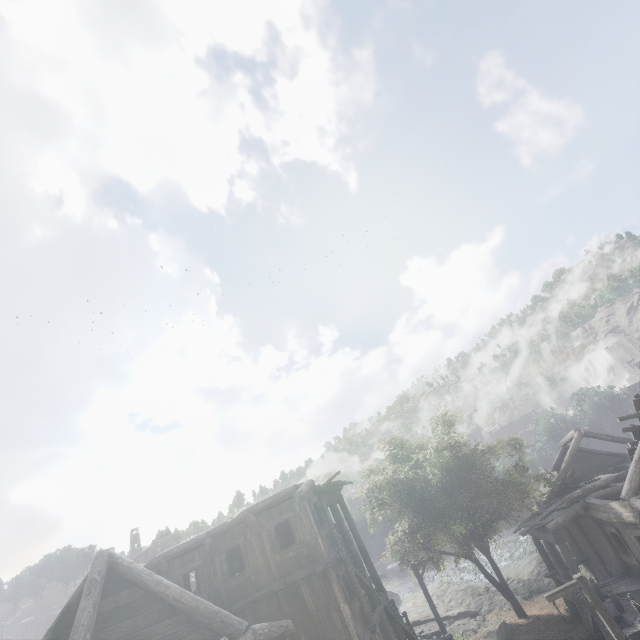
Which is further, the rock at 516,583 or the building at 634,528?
the rock at 516,583

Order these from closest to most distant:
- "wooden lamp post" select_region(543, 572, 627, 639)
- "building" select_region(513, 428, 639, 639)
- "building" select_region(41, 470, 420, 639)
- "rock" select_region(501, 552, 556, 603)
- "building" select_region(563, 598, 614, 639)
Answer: "building" select_region(41, 470, 420, 639), "wooden lamp post" select_region(543, 572, 627, 639), "building" select_region(513, 428, 639, 639), "building" select_region(563, 598, 614, 639), "rock" select_region(501, 552, 556, 603)

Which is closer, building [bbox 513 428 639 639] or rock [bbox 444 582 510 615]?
building [bbox 513 428 639 639]

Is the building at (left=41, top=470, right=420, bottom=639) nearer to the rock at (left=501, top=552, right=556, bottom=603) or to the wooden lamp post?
the rock at (left=501, top=552, right=556, bottom=603)

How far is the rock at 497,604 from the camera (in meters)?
24.28

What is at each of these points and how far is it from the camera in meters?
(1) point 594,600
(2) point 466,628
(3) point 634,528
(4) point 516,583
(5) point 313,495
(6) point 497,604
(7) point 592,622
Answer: (1) wooden lamp post, 10.8
(2) rubble, 21.8
(3) building, 13.4
(4) rock, 25.4
(5) building, 15.2
(6) rock, 24.4
(7) building, 15.7

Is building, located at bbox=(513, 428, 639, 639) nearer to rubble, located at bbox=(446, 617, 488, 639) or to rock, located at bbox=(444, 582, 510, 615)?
rock, located at bbox=(444, 582, 510, 615)
